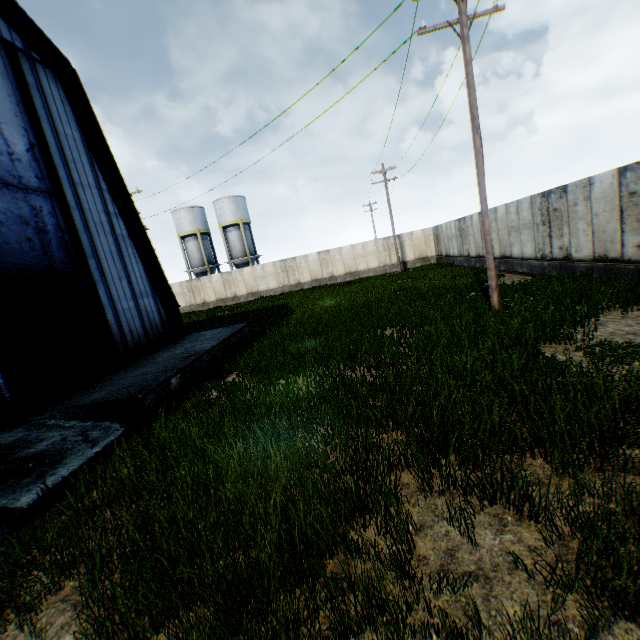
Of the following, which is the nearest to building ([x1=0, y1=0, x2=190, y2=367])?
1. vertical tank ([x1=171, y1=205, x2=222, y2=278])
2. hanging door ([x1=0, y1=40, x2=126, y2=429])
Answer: hanging door ([x1=0, y1=40, x2=126, y2=429])

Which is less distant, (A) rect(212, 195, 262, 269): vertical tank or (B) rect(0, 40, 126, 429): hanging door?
(B) rect(0, 40, 126, 429): hanging door

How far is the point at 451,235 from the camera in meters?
26.7 m

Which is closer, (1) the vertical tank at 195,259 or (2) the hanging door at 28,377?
(2) the hanging door at 28,377

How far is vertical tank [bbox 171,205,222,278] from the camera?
40.2 meters

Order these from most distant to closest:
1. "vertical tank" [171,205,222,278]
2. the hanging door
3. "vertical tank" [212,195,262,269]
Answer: "vertical tank" [171,205,222,278] < "vertical tank" [212,195,262,269] < the hanging door

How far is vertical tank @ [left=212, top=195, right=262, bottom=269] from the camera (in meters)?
39.47

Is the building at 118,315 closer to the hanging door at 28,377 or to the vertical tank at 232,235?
the hanging door at 28,377
